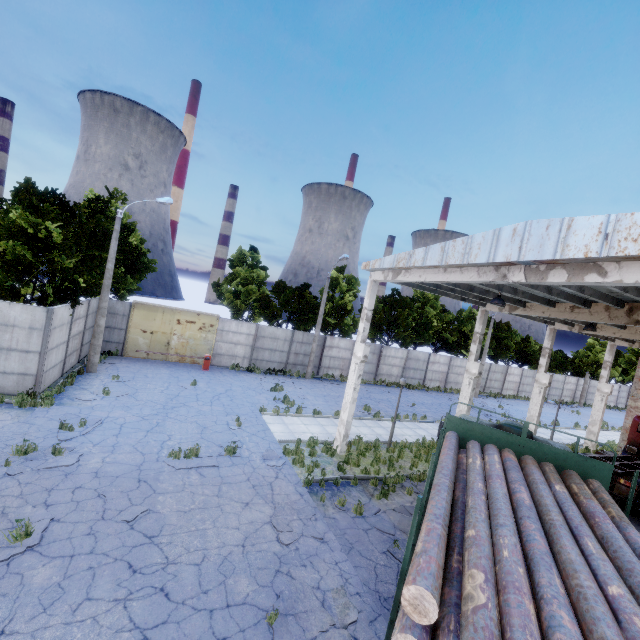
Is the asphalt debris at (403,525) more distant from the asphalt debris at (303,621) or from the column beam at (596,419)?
the column beam at (596,419)

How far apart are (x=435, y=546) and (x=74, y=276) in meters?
18.8

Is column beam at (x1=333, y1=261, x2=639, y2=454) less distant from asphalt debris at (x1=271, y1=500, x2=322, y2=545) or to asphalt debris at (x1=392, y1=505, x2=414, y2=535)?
asphalt debris at (x1=392, y1=505, x2=414, y2=535)

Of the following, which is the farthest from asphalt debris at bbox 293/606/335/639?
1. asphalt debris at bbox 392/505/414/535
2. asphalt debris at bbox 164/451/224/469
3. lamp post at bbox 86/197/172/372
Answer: lamp post at bbox 86/197/172/372

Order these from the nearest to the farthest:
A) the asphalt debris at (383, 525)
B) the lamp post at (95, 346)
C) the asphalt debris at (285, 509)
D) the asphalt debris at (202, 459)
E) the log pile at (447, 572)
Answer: the log pile at (447, 572) < the asphalt debris at (285, 509) < the asphalt debris at (383, 525) < the asphalt debris at (202, 459) < the lamp post at (95, 346)

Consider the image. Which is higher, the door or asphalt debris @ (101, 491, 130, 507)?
the door

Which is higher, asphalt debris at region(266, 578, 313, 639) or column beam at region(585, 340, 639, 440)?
column beam at region(585, 340, 639, 440)

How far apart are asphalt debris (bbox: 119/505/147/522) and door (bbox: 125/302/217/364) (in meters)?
15.49
